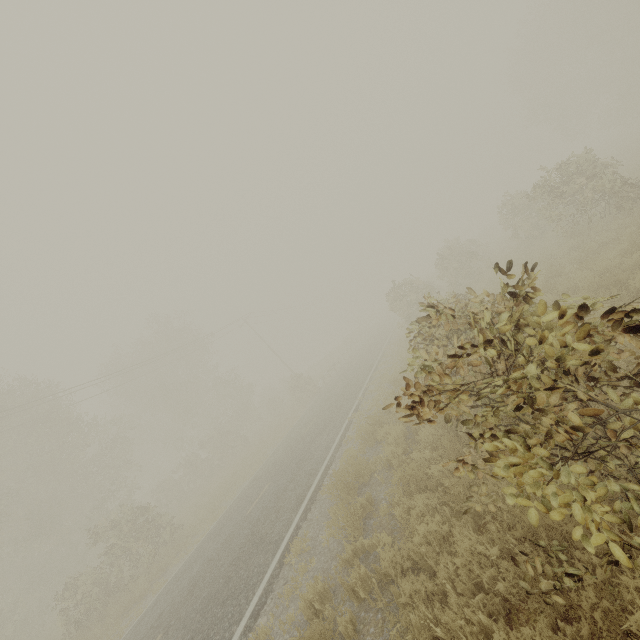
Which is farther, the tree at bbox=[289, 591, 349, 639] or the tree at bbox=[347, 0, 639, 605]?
the tree at bbox=[289, 591, 349, 639]

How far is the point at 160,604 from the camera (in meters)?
10.21

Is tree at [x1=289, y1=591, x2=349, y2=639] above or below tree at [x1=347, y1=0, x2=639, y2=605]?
below

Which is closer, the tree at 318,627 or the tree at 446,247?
the tree at 446,247

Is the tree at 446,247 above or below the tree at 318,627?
above
